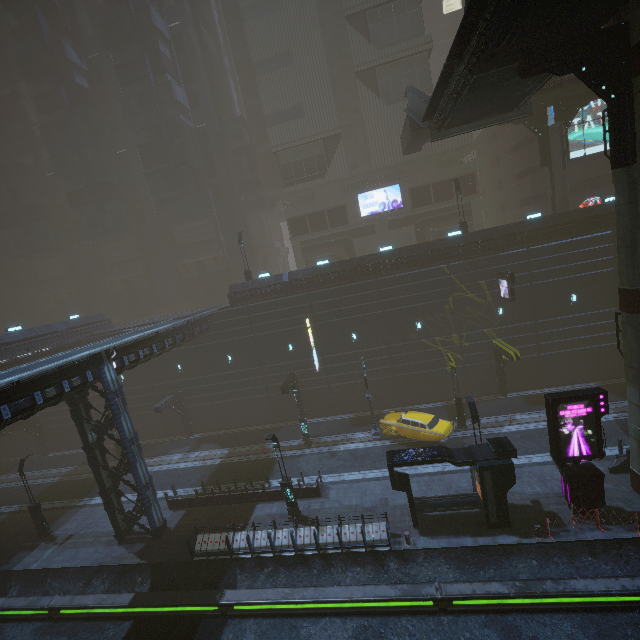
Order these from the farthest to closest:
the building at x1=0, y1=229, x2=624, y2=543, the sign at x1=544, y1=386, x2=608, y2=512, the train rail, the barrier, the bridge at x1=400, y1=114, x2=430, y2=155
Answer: the bridge at x1=400, y1=114, x2=430, y2=155 < the building at x1=0, y1=229, x2=624, y2=543 < the barrier < the sign at x1=544, y1=386, x2=608, y2=512 < the train rail

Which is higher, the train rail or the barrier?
the barrier

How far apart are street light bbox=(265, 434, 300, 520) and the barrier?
17.0m

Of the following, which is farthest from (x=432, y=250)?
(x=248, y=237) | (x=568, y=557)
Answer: (x=248, y=237)

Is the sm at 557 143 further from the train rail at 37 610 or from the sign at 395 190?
the train rail at 37 610

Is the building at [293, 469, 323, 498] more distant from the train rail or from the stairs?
the stairs

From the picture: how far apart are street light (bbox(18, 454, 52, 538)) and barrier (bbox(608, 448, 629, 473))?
34.99m

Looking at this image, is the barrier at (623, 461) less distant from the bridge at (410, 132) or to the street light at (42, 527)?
the bridge at (410, 132)
